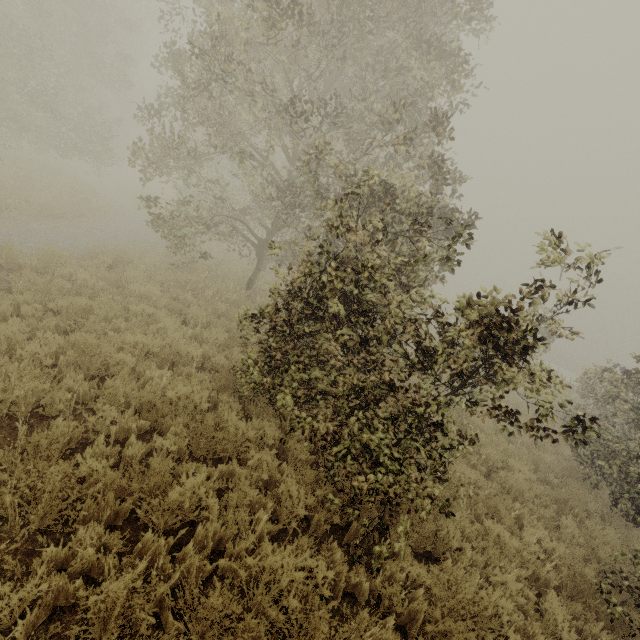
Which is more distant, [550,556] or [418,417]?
[550,556]
